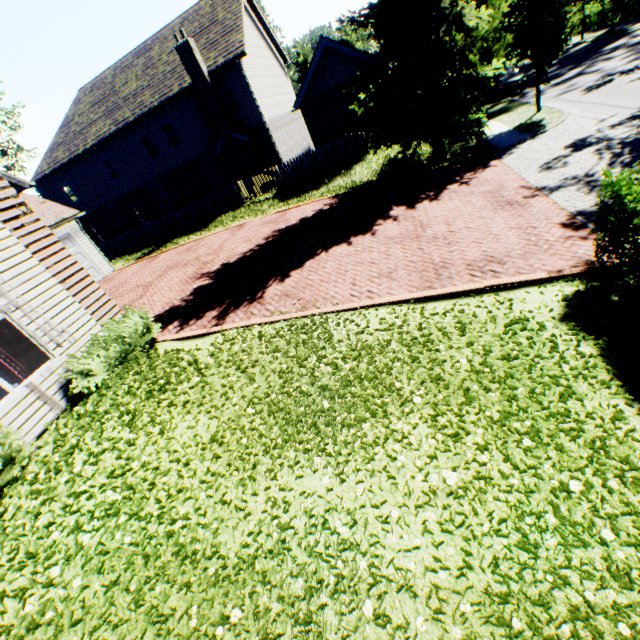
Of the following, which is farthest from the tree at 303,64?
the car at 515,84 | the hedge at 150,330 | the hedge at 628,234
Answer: the hedge at 150,330

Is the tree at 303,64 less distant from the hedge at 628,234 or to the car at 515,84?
the car at 515,84

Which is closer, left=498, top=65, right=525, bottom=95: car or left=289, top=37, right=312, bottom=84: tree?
left=498, top=65, right=525, bottom=95: car

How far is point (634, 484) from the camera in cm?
313

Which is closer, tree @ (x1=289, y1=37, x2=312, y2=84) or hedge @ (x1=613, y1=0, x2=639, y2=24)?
hedge @ (x1=613, y1=0, x2=639, y2=24)

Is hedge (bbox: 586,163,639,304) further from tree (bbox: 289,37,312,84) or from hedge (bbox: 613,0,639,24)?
hedge (bbox: 613,0,639,24)

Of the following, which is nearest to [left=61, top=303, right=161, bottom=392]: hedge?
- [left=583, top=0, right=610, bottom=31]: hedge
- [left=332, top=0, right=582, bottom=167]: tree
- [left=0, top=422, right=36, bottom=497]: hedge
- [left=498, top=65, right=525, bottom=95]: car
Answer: [left=0, top=422, right=36, bottom=497]: hedge
